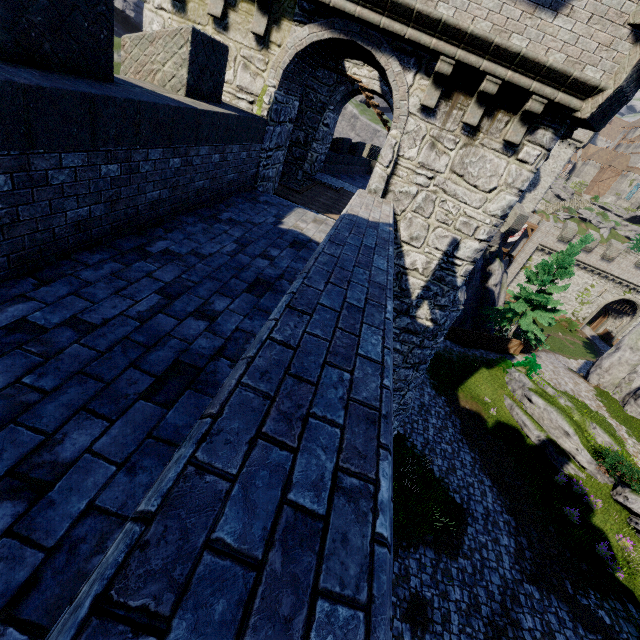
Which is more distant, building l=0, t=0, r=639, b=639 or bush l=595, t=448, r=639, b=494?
bush l=595, t=448, r=639, b=494

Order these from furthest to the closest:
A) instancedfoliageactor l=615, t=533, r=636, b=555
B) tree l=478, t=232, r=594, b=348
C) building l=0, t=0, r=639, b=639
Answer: tree l=478, t=232, r=594, b=348
instancedfoliageactor l=615, t=533, r=636, b=555
building l=0, t=0, r=639, b=639

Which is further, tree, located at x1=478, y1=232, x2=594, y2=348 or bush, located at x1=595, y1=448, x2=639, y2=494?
tree, located at x1=478, y1=232, x2=594, y2=348

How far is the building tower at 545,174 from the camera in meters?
40.1 m

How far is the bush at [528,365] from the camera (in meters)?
22.58

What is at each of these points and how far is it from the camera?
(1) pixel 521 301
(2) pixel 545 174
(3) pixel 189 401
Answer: (1) tree, 26.23m
(2) building tower, 42.97m
(3) building, 2.71m

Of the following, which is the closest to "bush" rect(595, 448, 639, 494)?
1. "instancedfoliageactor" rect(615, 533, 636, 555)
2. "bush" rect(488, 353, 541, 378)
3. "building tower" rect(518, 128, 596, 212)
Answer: "instancedfoliageactor" rect(615, 533, 636, 555)

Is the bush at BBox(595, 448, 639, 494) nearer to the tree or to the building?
the tree
